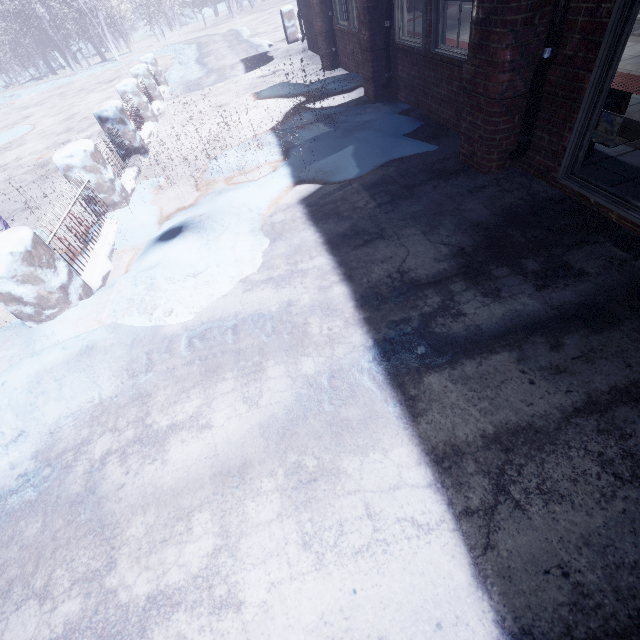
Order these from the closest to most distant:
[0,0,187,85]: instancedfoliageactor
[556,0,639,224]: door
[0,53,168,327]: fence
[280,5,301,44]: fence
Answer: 1. [556,0,639,224]: door
2. [0,53,168,327]: fence
3. [280,5,301,44]: fence
4. [0,0,187,85]: instancedfoliageactor

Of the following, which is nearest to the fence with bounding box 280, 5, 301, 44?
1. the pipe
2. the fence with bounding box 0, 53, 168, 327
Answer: the fence with bounding box 0, 53, 168, 327

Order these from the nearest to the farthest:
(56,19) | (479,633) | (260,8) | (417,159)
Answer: (479,633), (417,159), (56,19), (260,8)

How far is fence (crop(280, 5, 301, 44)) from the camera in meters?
10.8 m

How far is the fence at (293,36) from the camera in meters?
10.8 m

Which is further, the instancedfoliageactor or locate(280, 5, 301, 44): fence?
the instancedfoliageactor

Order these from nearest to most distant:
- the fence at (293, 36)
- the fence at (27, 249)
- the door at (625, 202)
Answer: the door at (625, 202) → the fence at (27, 249) → the fence at (293, 36)

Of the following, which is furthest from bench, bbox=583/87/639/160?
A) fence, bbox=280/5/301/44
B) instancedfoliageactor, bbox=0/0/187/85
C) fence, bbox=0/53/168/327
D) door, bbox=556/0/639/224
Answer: instancedfoliageactor, bbox=0/0/187/85
